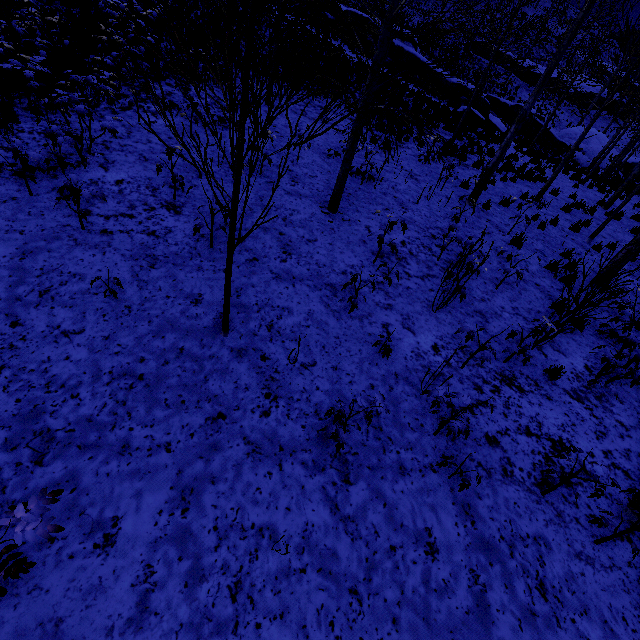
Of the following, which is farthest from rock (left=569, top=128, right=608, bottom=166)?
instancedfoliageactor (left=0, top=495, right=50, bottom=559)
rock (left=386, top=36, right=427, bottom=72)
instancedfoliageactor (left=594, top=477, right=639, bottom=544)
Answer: instancedfoliageactor (left=0, top=495, right=50, bottom=559)

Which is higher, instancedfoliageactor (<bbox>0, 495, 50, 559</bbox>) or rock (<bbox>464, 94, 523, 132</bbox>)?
rock (<bbox>464, 94, 523, 132</bbox>)

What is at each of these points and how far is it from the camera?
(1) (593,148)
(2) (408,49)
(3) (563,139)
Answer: (1) rock, 32.3m
(2) rock, 22.5m
(3) rock, 32.5m

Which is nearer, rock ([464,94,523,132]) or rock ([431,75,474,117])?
rock ([464,94,523,132])

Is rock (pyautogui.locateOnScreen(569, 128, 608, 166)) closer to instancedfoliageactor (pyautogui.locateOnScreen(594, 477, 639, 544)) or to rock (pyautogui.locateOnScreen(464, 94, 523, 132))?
rock (pyautogui.locateOnScreen(464, 94, 523, 132))

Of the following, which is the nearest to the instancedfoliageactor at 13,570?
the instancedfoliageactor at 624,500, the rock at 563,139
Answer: the instancedfoliageactor at 624,500

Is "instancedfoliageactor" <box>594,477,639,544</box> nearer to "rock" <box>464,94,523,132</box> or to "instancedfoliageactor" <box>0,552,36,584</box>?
"instancedfoliageactor" <box>0,552,36,584</box>

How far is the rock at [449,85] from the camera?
23.16m
